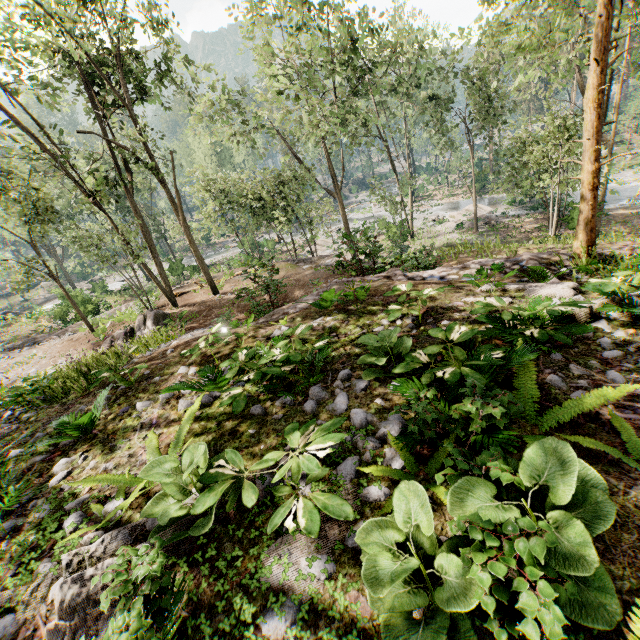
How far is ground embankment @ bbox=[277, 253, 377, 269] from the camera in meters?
15.8

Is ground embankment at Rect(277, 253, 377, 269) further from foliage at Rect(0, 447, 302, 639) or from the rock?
the rock

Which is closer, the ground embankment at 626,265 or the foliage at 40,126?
the ground embankment at 626,265

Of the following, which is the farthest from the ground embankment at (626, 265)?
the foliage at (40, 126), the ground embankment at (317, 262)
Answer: the ground embankment at (317, 262)

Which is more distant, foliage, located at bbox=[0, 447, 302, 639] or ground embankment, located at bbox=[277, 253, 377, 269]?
ground embankment, located at bbox=[277, 253, 377, 269]

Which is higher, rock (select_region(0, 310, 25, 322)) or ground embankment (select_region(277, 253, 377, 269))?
ground embankment (select_region(277, 253, 377, 269))

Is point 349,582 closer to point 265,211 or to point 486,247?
point 486,247

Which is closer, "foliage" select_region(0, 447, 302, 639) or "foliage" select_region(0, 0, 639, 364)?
"foliage" select_region(0, 447, 302, 639)
